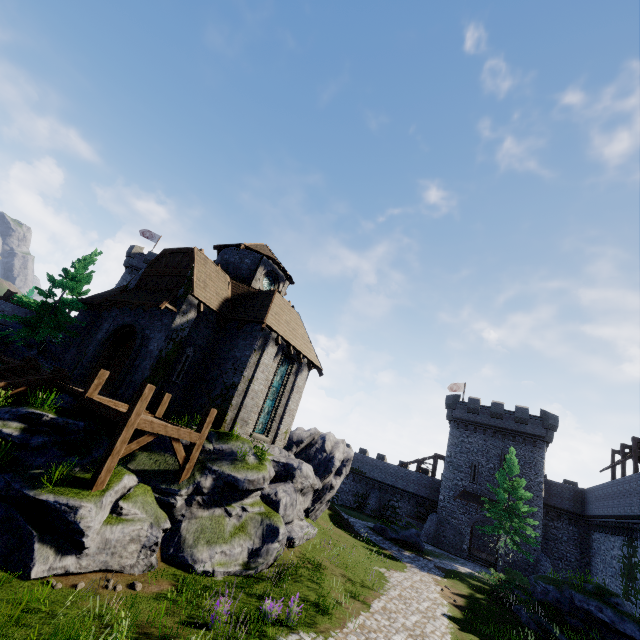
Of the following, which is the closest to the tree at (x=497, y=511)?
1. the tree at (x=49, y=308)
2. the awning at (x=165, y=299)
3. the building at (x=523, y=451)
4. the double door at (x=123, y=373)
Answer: the building at (x=523, y=451)

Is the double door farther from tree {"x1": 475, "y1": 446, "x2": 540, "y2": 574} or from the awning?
tree {"x1": 475, "y1": 446, "x2": 540, "y2": 574}

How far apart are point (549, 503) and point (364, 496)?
21.49m

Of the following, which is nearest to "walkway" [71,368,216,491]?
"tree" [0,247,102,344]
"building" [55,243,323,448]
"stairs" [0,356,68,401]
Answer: "building" [55,243,323,448]

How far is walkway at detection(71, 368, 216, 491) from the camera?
9.6 meters

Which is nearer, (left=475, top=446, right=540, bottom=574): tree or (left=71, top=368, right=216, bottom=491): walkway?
(left=71, top=368, right=216, bottom=491): walkway

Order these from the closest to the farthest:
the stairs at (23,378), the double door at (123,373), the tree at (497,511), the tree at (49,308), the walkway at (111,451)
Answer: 1. the walkway at (111,451)
2. the stairs at (23,378)
3. the double door at (123,373)
4. the tree at (49,308)
5. the tree at (497,511)

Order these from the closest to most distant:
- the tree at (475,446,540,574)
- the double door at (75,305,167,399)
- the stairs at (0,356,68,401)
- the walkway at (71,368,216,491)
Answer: the walkway at (71,368,216,491), the stairs at (0,356,68,401), the double door at (75,305,167,399), the tree at (475,446,540,574)
